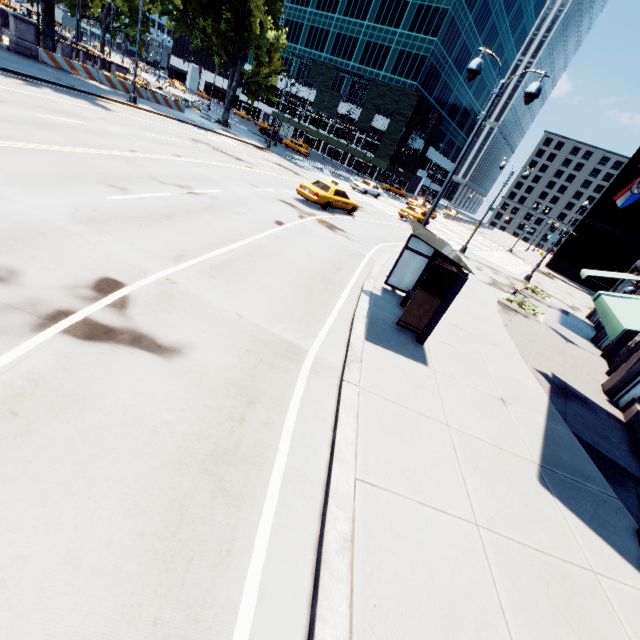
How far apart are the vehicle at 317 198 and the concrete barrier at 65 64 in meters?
23.1

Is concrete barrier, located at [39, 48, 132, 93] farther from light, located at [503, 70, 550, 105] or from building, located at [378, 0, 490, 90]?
building, located at [378, 0, 490, 90]

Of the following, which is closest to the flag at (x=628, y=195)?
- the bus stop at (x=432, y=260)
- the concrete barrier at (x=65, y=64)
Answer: the bus stop at (x=432, y=260)

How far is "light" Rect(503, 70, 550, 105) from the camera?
9.4 meters

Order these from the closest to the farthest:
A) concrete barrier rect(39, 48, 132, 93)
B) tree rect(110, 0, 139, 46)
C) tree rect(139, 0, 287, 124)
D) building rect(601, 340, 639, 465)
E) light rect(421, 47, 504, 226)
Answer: building rect(601, 340, 639, 465)
light rect(421, 47, 504, 226)
concrete barrier rect(39, 48, 132, 93)
tree rect(110, 0, 139, 46)
tree rect(139, 0, 287, 124)

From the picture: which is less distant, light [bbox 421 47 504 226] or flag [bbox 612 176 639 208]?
light [bbox 421 47 504 226]

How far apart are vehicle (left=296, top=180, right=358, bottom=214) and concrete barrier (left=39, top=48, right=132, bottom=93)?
23.1 meters

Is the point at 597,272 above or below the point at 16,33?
above
